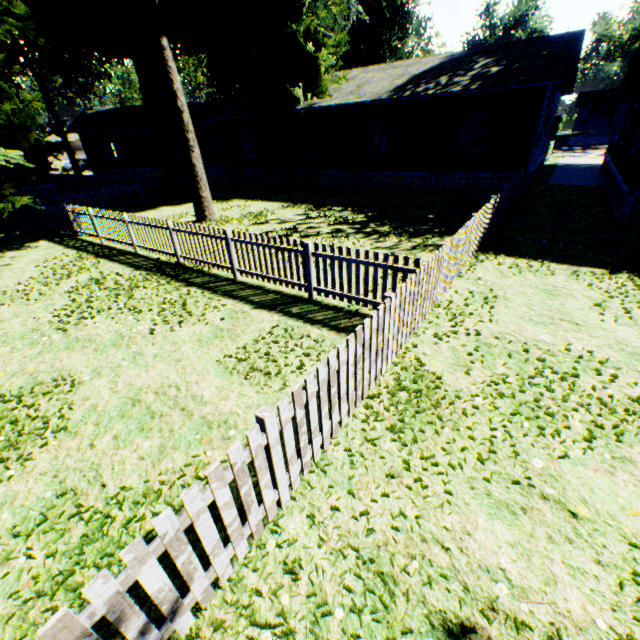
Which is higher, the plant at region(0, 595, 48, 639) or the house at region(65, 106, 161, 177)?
the house at region(65, 106, 161, 177)

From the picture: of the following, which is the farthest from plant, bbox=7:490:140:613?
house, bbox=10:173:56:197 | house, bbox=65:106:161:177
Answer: house, bbox=10:173:56:197

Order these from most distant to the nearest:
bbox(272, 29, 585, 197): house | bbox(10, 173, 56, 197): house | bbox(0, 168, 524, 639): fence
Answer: bbox(10, 173, 56, 197): house → bbox(272, 29, 585, 197): house → bbox(0, 168, 524, 639): fence

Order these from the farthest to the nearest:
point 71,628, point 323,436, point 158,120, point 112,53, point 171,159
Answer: point 171,159 < point 158,120 < point 112,53 < point 323,436 < point 71,628

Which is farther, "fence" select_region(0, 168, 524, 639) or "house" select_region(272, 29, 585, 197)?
"house" select_region(272, 29, 585, 197)

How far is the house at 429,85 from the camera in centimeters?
1391cm

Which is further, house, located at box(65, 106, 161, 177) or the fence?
house, located at box(65, 106, 161, 177)

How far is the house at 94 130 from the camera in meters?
30.6
